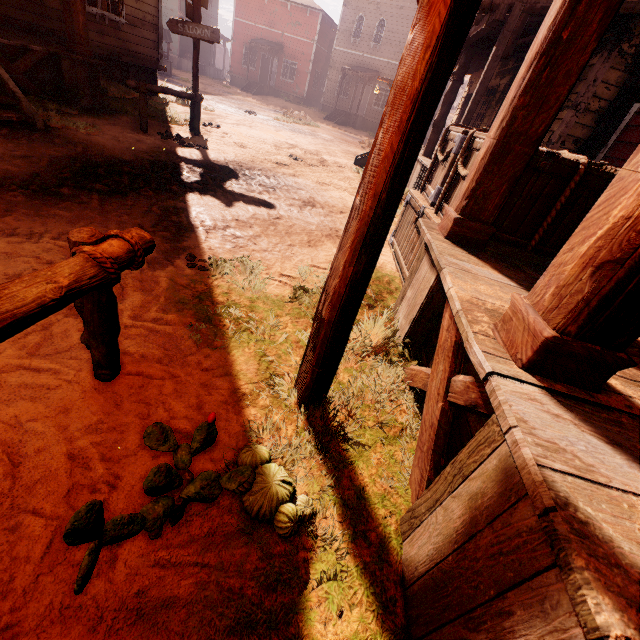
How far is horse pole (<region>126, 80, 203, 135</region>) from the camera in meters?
6.6

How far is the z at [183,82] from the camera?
15.8m

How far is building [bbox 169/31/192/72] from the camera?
29.0m

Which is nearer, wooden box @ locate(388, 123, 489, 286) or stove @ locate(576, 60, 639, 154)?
wooden box @ locate(388, 123, 489, 286)

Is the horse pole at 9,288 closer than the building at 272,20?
Yes

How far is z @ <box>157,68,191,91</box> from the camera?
15.8m

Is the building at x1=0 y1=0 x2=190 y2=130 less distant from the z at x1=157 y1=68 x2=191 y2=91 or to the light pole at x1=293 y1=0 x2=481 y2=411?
the z at x1=157 y1=68 x2=191 y2=91

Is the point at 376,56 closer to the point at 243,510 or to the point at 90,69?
the point at 90,69
